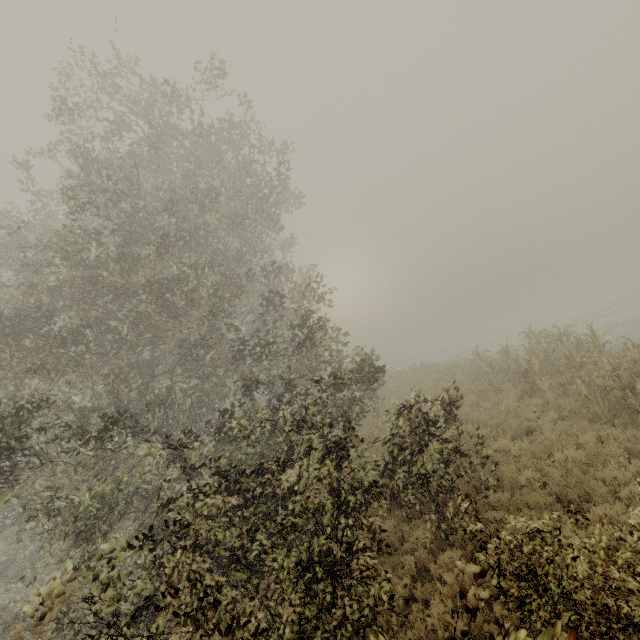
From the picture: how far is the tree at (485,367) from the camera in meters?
15.4 m

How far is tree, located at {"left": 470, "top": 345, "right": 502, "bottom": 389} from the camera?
15.44m

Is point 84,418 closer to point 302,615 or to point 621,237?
point 302,615
